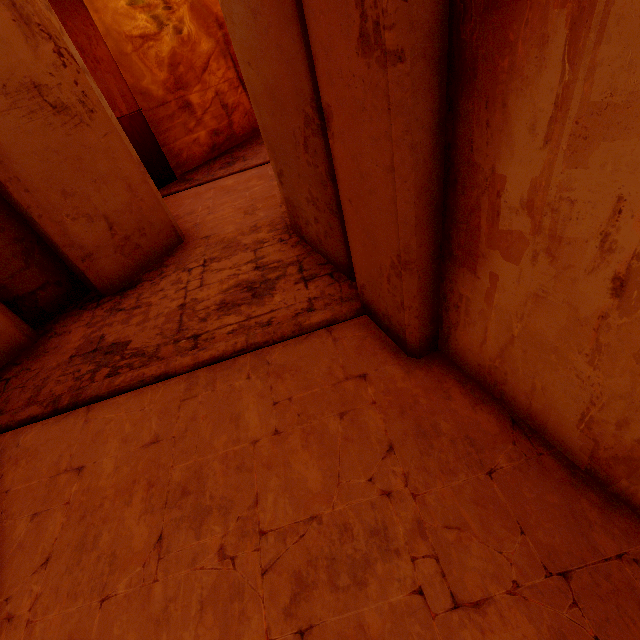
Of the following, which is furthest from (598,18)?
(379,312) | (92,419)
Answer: (92,419)

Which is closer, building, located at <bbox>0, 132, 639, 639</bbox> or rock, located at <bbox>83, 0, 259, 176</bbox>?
building, located at <bbox>0, 132, 639, 639</bbox>

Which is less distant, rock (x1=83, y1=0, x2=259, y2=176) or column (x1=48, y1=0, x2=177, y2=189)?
column (x1=48, y1=0, x2=177, y2=189)

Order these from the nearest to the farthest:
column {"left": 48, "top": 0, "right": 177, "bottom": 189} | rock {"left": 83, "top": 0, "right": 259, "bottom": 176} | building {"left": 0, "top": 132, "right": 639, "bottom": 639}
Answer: building {"left": 0, "top": 132, "right": 639, "bottom": 639}, column {"left": 48, "top": 0, "right": 177, "bottom": 189}, rock {"left": 83, "top": 0, "right": 259, "bottom": 176}

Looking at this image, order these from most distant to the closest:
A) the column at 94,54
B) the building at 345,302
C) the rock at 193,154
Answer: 1. the rock at 193,154
2. the column at 94,54
3. the building at 345,302

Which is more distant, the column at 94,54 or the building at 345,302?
the column at 94,54

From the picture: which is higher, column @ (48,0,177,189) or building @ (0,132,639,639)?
column @ (48,0,177,189)

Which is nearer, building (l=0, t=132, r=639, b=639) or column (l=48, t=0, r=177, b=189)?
building (l=0, t=132, r=639, b=639)
